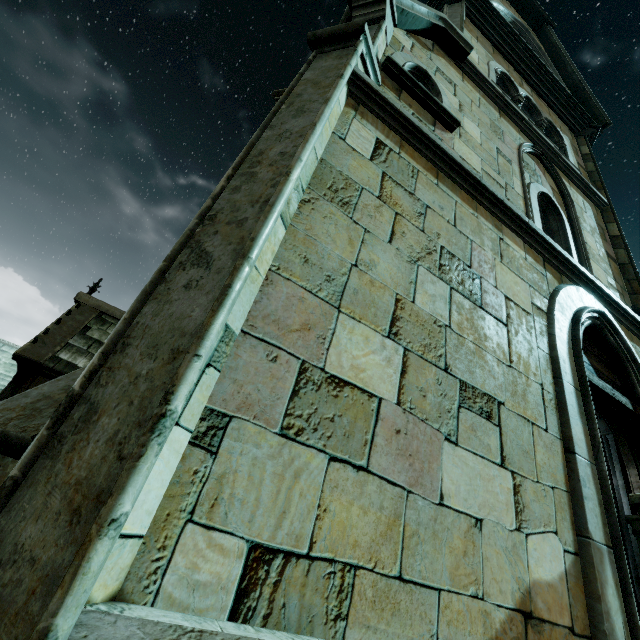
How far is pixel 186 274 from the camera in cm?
181

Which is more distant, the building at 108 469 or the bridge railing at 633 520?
the bridge railing at 633 520

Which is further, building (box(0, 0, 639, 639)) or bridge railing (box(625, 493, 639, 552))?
bridge railing (box(625, 493, 639, 552))
